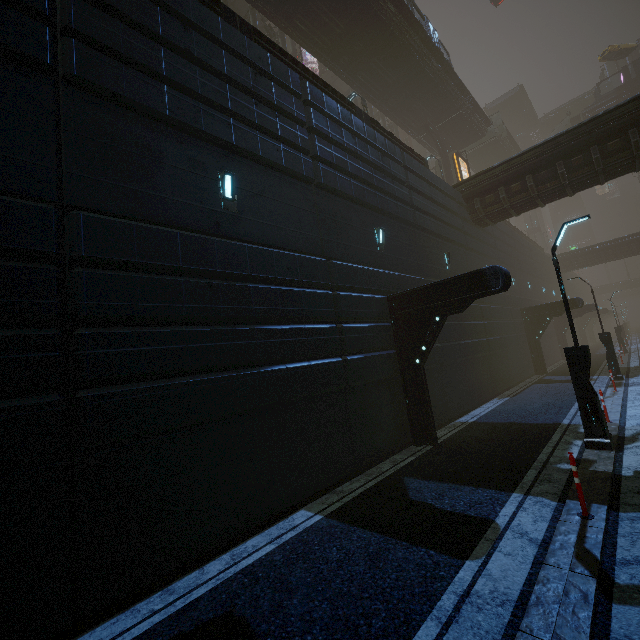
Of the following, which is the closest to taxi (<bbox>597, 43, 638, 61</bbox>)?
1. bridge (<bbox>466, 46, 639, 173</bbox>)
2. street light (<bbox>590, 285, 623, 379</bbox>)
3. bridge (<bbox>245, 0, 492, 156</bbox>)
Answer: bridge (<bbox>466, 46, 639, 173</bbox>)

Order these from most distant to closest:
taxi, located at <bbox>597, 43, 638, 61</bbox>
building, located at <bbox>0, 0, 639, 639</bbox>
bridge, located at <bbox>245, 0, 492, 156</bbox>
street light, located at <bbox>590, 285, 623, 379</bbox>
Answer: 1. taxi, located at <bbox>597, 43, 638, 61</bbox>
2. bridge, located at <bbox>245, 0, 492, 156</bbox>
3. street light, located at <bbox>590, 285, 623, 379</bbox>
4. building, located at <bbox>0, 0, 639, 639</bbox>

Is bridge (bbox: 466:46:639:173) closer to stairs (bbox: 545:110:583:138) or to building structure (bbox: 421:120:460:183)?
stairs (bbox: 545:110:583:138)

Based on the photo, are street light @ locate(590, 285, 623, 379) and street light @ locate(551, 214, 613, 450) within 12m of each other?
yes

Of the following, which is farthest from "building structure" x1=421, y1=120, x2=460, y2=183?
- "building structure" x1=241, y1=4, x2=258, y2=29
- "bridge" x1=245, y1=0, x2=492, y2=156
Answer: "building structure" x1=241, y1=4, x2=258, y2=29

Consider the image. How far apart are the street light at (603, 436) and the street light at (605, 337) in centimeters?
1127cm

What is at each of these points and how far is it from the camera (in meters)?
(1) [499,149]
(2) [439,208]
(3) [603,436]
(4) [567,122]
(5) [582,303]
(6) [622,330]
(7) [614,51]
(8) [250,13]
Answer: (1) bridge, 40.12
(2) building, 16.16
(3) street light, 7.60
(4) stairs, 43.31
(5) building, 21.19
(6) street light, 36.59
(7) taxi, 38.19
(8) building structure, 23.62

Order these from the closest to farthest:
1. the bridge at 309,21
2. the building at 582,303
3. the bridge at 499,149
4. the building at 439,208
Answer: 1. the building at 439,208
2. the bridge at 309,21
3. the building at 582,303
4. the bridge at 499,149
